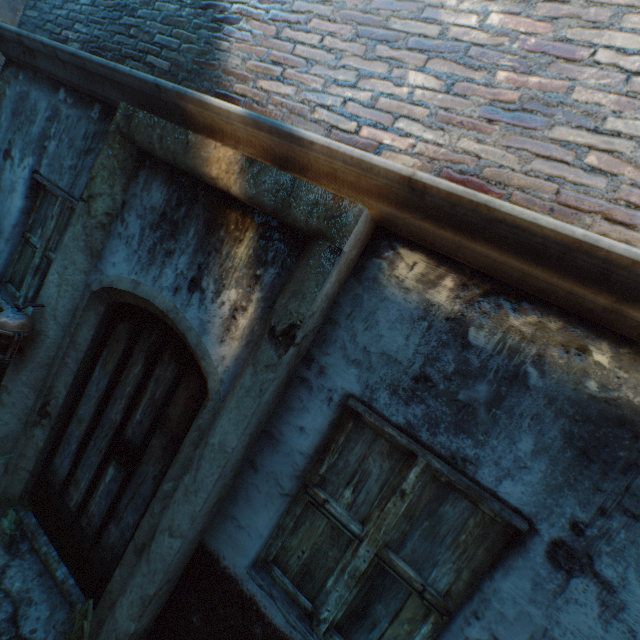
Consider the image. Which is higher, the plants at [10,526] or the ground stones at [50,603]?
the plants at [10,526]

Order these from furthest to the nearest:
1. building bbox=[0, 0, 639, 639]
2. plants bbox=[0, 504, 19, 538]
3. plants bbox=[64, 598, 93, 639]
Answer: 1. plants bbox=[0, 504, 19, 538]
2. plants bbox=[64, 598, 93, 639]
3. building bbox=[0, 0, 639, 639]

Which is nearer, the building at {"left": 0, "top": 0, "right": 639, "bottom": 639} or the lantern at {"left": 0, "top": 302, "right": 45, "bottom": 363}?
the building at {"left": 0, "top": 0, "right": 639, "bottom": 639}

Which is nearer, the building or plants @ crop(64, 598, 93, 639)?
the building

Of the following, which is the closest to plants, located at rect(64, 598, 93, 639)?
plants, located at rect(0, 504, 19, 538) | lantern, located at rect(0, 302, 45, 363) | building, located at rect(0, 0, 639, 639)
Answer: plants, located at rect(0, 504, 19, 538)

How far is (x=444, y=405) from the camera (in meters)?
1.64

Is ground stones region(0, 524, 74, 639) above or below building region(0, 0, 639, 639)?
below

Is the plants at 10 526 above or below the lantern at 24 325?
below
